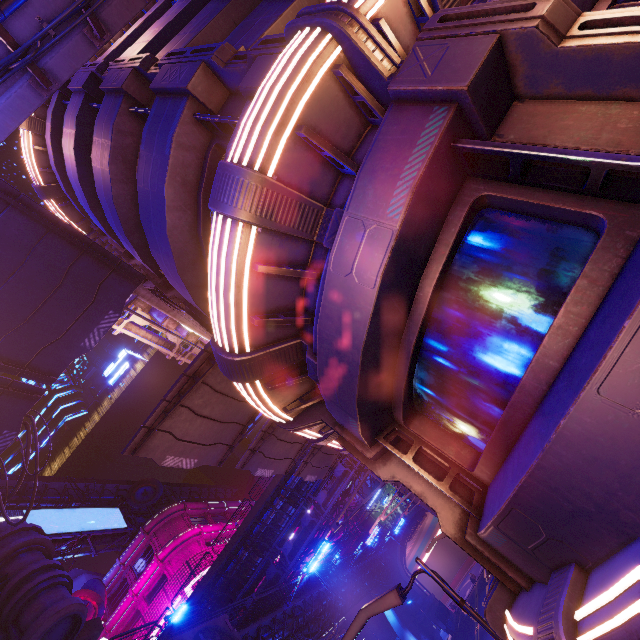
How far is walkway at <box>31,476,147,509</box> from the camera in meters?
41.9

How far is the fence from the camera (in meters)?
43.62

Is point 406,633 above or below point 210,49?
below

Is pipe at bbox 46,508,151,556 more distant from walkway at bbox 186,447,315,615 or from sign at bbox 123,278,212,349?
sign at bbox 123,278,212,349

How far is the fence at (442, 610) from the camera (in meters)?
43.62

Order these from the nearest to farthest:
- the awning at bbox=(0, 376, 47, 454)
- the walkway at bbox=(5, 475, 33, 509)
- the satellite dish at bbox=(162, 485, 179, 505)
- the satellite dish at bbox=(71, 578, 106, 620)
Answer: the awning at bbox=(0, 376, 47, 454)
the satellite dish at bbox=(71, 578, 106, 620)
the walkway at bbox=(5, 475, 33, 509)
the satellite dish at bbox=(162, 485, 179, 505)

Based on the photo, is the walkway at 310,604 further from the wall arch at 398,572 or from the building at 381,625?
the building at 381,625

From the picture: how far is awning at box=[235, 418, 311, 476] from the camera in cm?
1276
